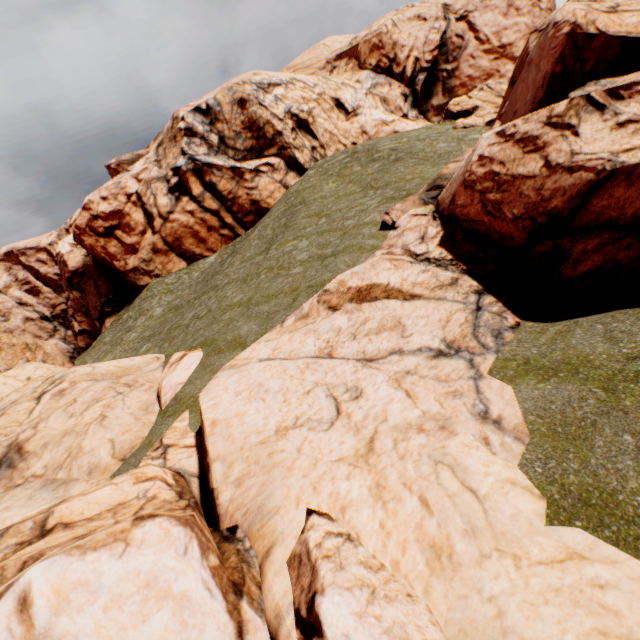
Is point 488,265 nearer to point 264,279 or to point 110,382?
point 264,279
